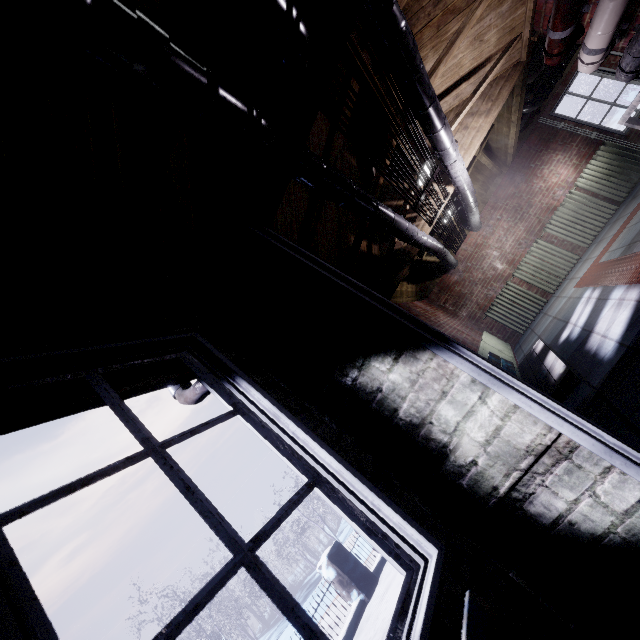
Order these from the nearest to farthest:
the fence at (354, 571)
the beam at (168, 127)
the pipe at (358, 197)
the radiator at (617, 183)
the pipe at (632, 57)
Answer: the beam at (168, 127) → the pipe at (358, 197) → the pipe at (632, 57) → the fence at (354, 571) → the radiator at (617, 183)

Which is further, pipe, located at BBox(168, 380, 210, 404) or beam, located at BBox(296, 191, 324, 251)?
beam, located at BBox(296, 191, 324, 251)

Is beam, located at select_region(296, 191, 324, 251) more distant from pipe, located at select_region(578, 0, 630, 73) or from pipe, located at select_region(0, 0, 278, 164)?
pipe, located at select_region(578, 0, 630, 73)

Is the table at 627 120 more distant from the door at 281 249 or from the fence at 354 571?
the fence at 354 571

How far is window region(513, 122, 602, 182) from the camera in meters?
5.9 m

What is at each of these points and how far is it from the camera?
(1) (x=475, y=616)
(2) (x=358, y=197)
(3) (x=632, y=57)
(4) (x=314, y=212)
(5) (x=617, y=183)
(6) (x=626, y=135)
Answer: (1) bench, 0.72m
(2) pipe, 2.33m
(3) pipe, 2.54m
(4) beam, 2.26m
(5) radiator, 5.63m
(6) window, 5.61m

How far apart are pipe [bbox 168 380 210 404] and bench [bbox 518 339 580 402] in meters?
1.3

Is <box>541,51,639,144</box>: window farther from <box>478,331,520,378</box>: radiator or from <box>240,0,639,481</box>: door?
<box>240,0,639,481</box>: door
